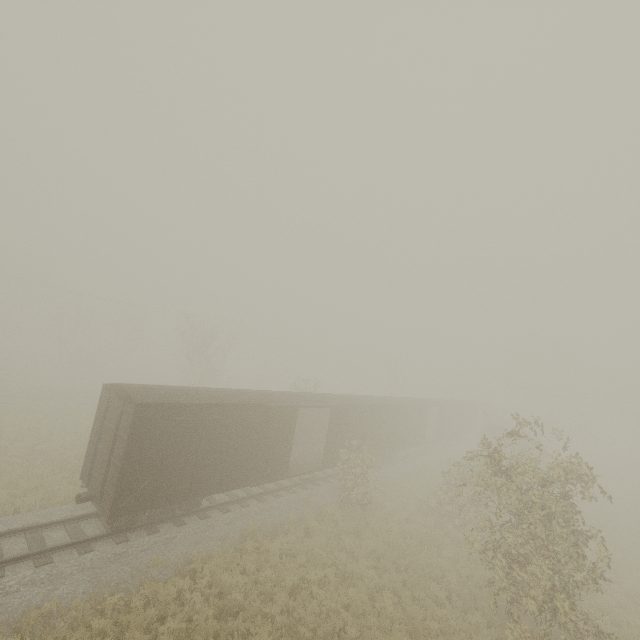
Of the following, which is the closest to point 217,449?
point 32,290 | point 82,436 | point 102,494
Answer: point 102,494

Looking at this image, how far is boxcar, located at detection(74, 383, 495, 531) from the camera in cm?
1079

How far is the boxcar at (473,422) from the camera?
10.8m
